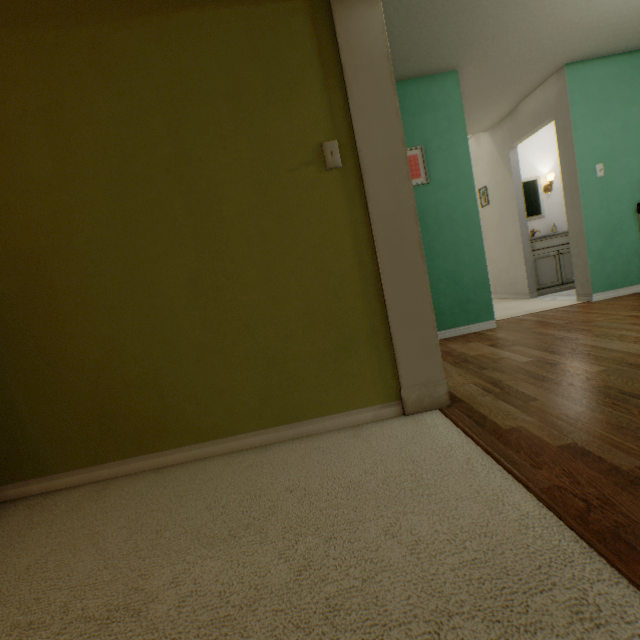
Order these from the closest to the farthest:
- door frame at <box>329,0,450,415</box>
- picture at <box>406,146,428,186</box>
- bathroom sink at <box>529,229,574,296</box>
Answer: door frame at <box>329,0,450,415</box>
picture at <box>406,146,428,186</box>
bathroom sink at <box>529,229,574,296</box>

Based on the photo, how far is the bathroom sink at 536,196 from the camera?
5.00m

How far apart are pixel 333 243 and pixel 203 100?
0.9 meters

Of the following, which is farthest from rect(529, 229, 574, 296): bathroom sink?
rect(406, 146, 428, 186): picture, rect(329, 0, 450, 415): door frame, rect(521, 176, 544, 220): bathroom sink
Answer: rect(329, 0, 450, 415): door frame

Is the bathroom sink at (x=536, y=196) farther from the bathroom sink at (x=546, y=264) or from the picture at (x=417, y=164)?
the picture at (x=417, y=164)

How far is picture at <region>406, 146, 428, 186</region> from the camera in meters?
3.1

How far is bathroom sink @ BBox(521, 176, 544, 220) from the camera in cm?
500

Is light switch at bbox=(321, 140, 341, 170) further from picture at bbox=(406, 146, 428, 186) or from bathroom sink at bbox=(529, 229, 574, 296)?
bathroom sink at bbox=(529, 229, 574, 296)
